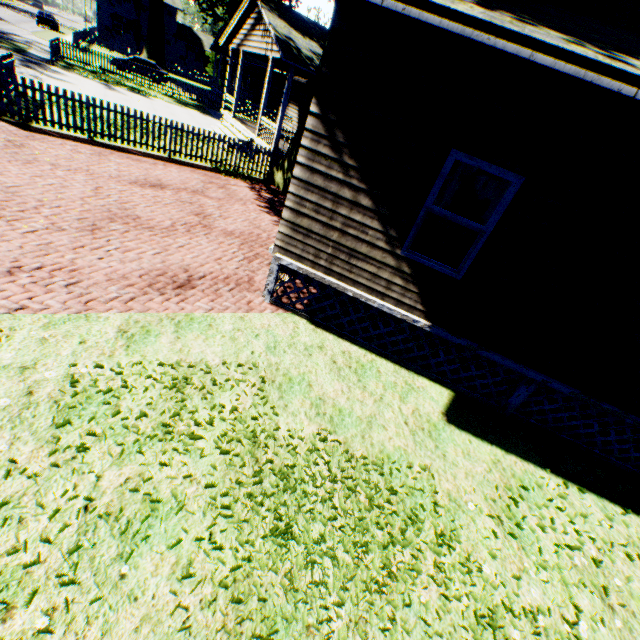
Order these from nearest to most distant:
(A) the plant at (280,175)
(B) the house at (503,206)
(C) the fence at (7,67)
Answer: (B) the house at (503,206) → (C) the fence at (7,67) → (A) the plant at (280,175)

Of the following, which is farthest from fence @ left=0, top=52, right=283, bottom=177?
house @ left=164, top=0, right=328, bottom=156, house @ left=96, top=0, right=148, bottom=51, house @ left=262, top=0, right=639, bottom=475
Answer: house @ left=262, top=0, right=639, bottom=475

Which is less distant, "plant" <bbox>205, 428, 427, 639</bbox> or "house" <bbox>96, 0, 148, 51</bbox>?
"plant" <bbox>205, 428, 427, 639</bbox>

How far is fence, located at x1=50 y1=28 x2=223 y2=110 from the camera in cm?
2334

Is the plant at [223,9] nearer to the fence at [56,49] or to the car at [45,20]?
the fence at [56,49]

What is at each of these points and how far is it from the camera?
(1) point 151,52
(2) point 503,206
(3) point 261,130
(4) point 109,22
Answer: →
(1) plant, 37.9m
(2) house, 4.5m
(3) house, 16.3m
(4) house, 46.2m

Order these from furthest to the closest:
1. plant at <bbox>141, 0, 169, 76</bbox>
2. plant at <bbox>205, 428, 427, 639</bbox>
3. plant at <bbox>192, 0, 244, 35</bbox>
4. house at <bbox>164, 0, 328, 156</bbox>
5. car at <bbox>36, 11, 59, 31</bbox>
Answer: car at <bbox>36, 11, 59, 31</bbox> → plant at <bbox>141, 0, 169, 76</bbox> → plant at <bbox>192, 0, 244, 35</bbox> → house at <bbox>164, 0, 328, 156</bbox> → plant at <bbox>205, 428, 427, 639</bbox>

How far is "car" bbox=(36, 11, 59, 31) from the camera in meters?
39.3
